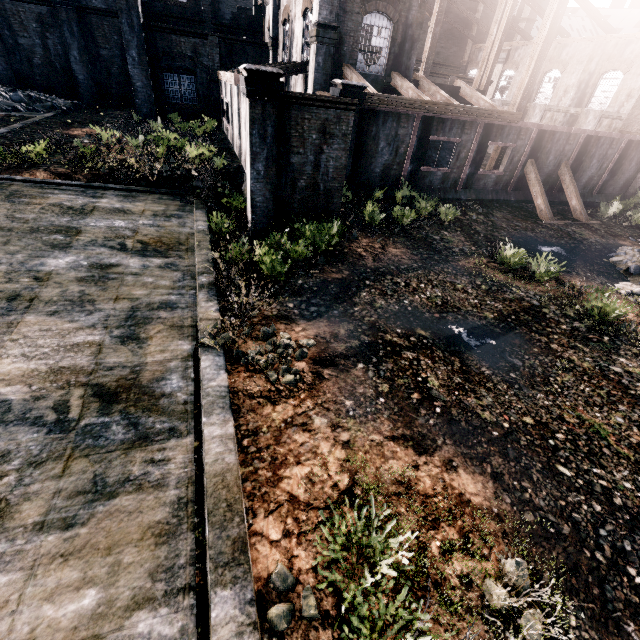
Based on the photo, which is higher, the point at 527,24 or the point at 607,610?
the point at 527,24

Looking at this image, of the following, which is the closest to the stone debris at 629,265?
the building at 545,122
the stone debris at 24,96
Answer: the building at 545,122

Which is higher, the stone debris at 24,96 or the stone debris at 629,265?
the stone debris at 24,96

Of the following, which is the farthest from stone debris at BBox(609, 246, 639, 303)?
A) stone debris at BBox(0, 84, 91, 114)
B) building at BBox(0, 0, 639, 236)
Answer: stone debris at BBox(0, 84, 91, 114)

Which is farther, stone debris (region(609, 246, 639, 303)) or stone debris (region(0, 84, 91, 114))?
stone debris (region(0, 84, 91, 114))

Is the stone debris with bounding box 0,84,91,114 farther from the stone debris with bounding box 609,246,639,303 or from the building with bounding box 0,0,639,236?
the stone debris with bounding box 609,246,639,303

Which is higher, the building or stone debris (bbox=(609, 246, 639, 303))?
the building

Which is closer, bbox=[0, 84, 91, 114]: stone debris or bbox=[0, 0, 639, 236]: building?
bbox=[0, 0, 639, 236]: building
